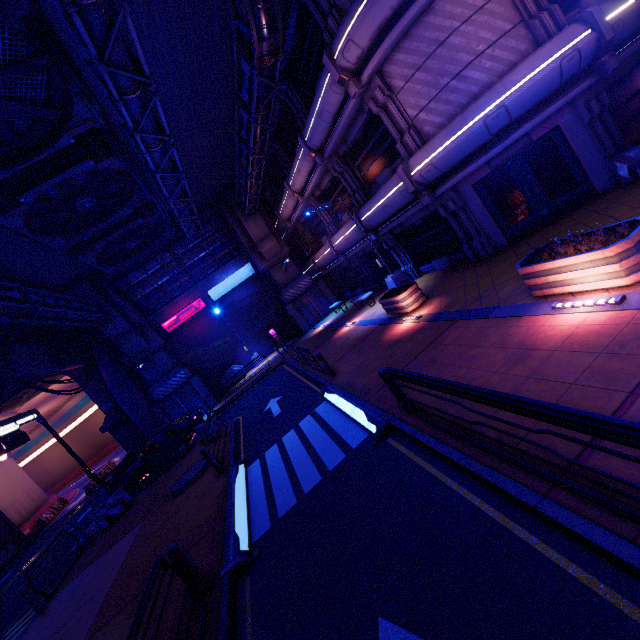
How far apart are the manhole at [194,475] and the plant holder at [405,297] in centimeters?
934cm

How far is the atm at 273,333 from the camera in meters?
29.2 m

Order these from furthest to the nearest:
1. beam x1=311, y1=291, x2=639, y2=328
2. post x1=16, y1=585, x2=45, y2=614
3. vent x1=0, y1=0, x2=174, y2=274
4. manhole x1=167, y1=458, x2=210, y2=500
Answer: manhole x1=167, y1=458, x2=210, y2=500 < post x1=16, y1=585, x2=45, y2=614 < vent x1=0, y1=0, x2=174, y2=274 < beam x1=311, y1=291, x2=639, y2=328

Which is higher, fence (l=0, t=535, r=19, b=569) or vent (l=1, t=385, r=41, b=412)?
vent (l=1, t=385, r=41, b=412)

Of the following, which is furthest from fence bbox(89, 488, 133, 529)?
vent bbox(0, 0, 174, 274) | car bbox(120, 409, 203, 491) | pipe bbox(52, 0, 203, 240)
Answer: pipe bbox(52, 0, 203, 240)

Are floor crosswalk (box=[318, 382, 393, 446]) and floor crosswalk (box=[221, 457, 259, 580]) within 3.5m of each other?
yes

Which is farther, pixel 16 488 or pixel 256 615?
pixel 16 488

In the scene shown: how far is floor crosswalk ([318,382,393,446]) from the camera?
6.76m
